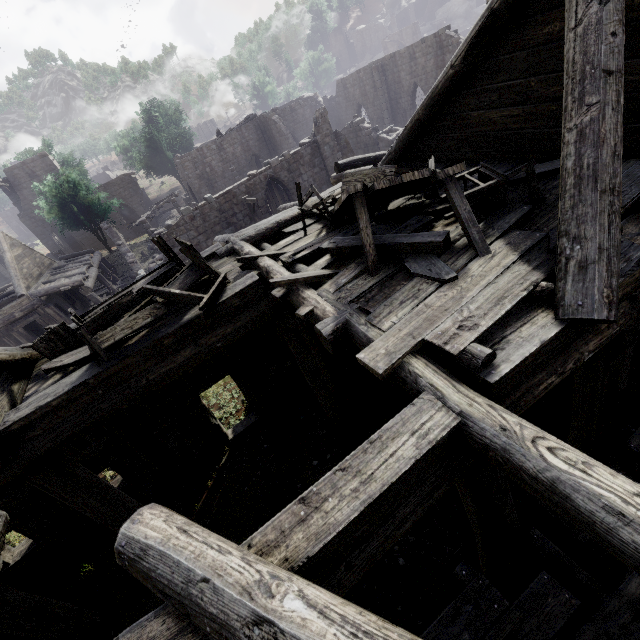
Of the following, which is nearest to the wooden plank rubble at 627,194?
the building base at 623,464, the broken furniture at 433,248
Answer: the broken furniture at 433,248

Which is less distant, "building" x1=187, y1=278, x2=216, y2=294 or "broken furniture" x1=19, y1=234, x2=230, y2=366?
"broken furniture" x1=19, y1=234, x2=230, y2=366

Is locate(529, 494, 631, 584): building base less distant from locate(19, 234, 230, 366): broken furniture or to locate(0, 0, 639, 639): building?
locate(0, 0, 639, 639): building

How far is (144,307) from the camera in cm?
586

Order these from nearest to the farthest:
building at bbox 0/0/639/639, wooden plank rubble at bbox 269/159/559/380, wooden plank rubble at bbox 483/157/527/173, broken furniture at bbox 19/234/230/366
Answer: building at bbox 0/0/639/639 < wooden plank rubble at bbox 269/159/559/380 < broken furniture at bbox 19/234/230/366 < wooden plank rubble at bbox 483/157/527/173

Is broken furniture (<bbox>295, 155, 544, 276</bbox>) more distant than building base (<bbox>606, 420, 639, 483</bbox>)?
No
